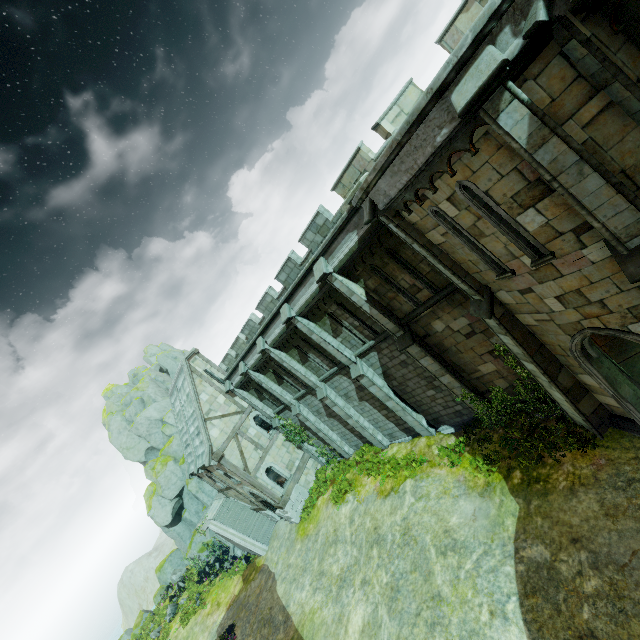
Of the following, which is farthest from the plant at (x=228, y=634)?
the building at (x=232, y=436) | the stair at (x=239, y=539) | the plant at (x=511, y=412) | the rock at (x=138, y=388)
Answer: the plant at (x=511, y=412)

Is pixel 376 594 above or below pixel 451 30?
below

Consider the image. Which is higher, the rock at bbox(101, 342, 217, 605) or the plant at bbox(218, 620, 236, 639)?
the rock at bbox(101, 342, 217, 605)

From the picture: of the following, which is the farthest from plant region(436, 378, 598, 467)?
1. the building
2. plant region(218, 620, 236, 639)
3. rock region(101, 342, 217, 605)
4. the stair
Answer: rock region(101, 342, 217, 605)

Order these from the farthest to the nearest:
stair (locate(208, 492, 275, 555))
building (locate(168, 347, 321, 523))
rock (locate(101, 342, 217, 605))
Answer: rock (locate(101, 342, 217, 605)), stair (locate(208, 492, 275, 555)), building (locate(168, 347, 321, 523))

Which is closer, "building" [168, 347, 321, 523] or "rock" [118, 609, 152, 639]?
"building" [168, 347, 321, 523]
